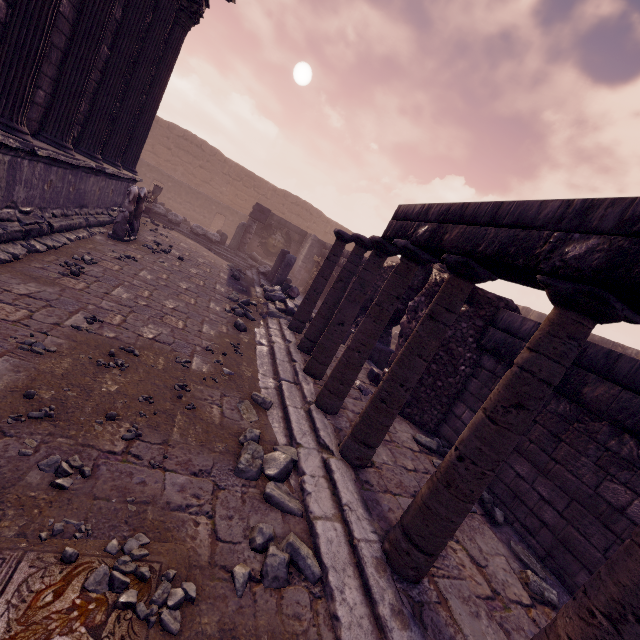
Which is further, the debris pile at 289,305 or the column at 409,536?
the debris pile at 289,305

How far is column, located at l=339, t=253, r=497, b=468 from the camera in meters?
3.3 m

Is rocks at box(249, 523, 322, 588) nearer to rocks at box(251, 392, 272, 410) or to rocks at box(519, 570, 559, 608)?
rocks at box(251, 392, 272, 410)

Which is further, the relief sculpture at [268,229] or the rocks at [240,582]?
the relief sculpture at [268,229]

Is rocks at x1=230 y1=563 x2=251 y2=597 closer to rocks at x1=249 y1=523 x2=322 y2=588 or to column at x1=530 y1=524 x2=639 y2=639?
rocks at x1=249 y1=523 x2=322 y2=588

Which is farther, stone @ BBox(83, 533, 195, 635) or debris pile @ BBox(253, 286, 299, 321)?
debris pile @ BBox(253, 286, 299, 321)

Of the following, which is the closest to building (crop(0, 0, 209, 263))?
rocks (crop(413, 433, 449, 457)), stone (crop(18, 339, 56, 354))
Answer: stone (crop(18, 339, 56, 354))

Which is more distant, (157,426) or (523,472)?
(523,472)
